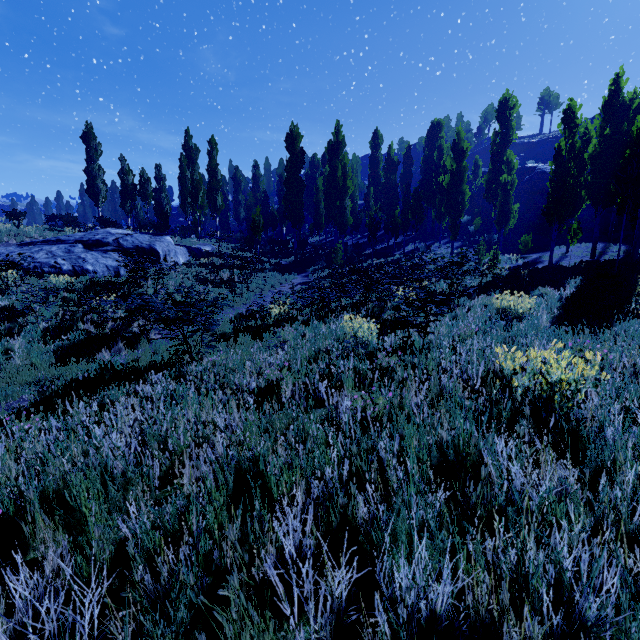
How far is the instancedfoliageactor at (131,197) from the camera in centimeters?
2967cm

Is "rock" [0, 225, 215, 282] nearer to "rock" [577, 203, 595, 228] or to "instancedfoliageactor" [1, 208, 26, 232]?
"instancedfoliageactor" [1, 208, 26, 232]

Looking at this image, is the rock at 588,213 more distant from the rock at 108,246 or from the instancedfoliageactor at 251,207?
the rock at 108,246

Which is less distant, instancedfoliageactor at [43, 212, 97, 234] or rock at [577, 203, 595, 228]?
instancedfoliageactor at [43, 212, 97, 234]

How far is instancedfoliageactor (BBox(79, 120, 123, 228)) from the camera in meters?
30.3

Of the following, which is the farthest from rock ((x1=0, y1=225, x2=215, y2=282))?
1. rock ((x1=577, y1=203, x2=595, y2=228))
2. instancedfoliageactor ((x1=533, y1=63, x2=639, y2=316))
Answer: rock ((x1=577, y1=203, x2=595, y2=228))

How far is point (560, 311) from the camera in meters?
7.7 m
